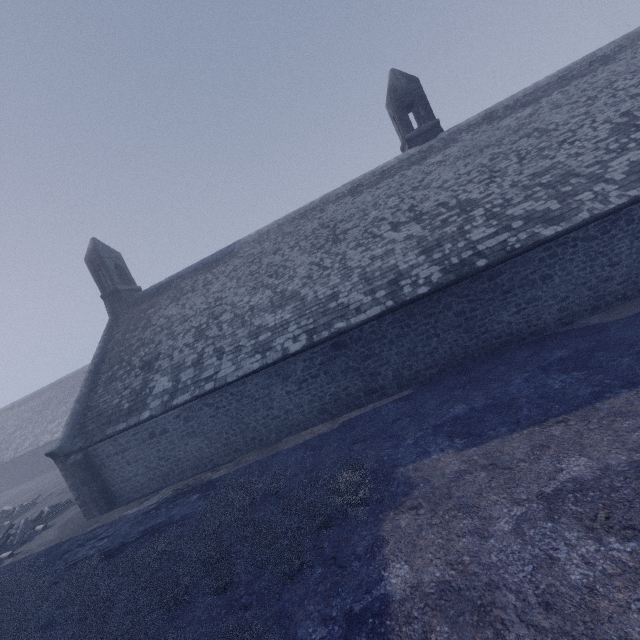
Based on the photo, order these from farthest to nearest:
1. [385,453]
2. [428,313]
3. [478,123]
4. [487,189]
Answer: [478,123] < [487,189] < [428,313] < [385,453]
